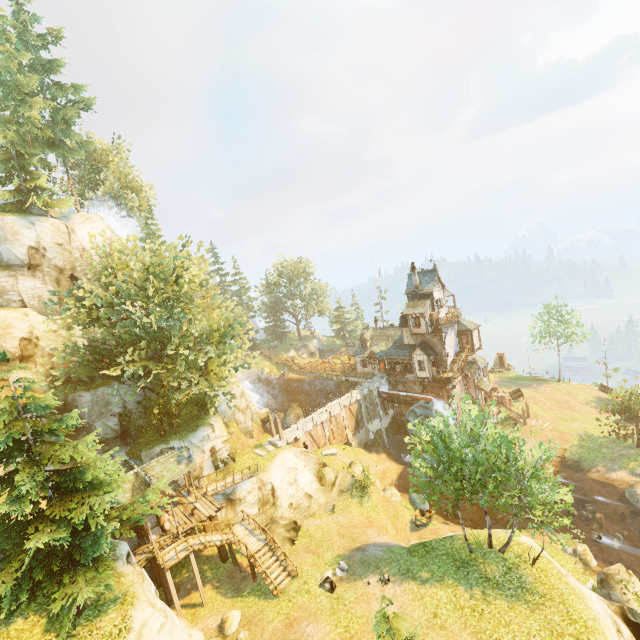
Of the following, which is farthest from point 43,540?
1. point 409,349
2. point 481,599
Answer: point 409,349

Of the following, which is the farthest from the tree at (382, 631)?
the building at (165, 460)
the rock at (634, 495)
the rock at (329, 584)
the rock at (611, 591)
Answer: the rock at (611, 591)

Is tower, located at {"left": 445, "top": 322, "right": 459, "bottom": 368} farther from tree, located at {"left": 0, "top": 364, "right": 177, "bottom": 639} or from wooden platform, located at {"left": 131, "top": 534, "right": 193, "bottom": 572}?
wooden platform, located at {"left": 131, "top": 534, "right": 193, "bottom": 572}

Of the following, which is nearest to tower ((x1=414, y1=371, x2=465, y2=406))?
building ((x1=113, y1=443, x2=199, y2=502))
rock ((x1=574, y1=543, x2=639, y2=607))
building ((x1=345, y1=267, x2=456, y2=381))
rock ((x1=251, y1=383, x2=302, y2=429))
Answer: building ((x1=345, y1=267, x2=456, y2=381))

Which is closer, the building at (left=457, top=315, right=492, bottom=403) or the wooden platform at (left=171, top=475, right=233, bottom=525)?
the wooden platform at (left=171, top=475, right=233, bottom=525)

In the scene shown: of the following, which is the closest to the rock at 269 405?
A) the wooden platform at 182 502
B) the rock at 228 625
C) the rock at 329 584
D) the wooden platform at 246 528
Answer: the wooden platform at 182 502

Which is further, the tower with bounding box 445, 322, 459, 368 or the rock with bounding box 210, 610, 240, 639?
the tower with bounding box 445, 322, 459, 368

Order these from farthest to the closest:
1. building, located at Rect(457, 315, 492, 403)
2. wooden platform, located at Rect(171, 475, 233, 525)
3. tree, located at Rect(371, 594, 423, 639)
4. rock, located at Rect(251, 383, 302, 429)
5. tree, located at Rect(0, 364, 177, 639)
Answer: rock, located at Rect(251, 383, 302, 429)
building, located at Rect(457, 315, 492, 403)
wooden platform, located at Rect(171, 475, 233, 525)
tree, located at Rect(0, 364, 177, 639)
tree, located at Rect(371, 594, 423, 639)
